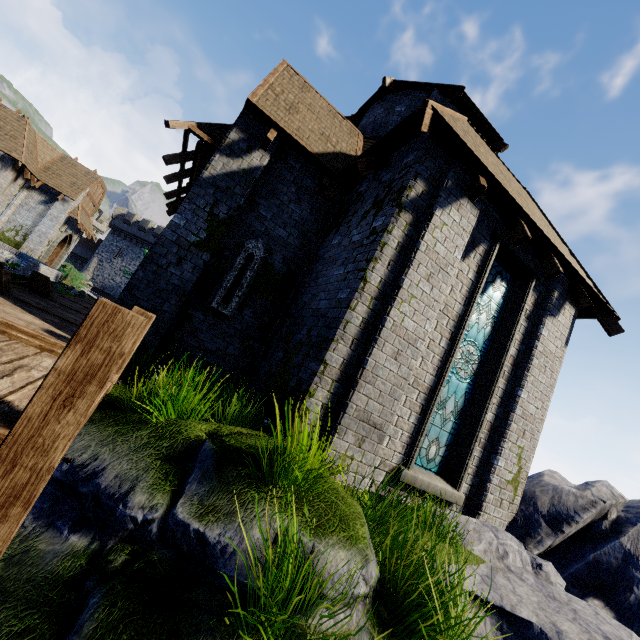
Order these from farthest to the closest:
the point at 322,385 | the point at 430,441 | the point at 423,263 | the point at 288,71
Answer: the point at 288,71 < the point at 430,441 < the point at 423,263 < the point at 322,385

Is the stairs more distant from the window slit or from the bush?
the bush

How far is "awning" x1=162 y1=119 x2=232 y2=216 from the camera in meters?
6.8 m

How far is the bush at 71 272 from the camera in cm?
2254

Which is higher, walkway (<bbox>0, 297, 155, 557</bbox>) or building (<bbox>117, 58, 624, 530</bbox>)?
building (<bbox>117, 58, 624, 530</bbox>)

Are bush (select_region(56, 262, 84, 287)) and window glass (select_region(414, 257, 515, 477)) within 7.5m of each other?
no

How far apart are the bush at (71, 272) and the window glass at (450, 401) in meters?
25.5 m

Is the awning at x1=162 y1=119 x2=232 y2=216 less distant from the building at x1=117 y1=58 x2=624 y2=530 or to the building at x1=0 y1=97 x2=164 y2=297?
the building at x1=117 y1=58 x2=624 y2=530
